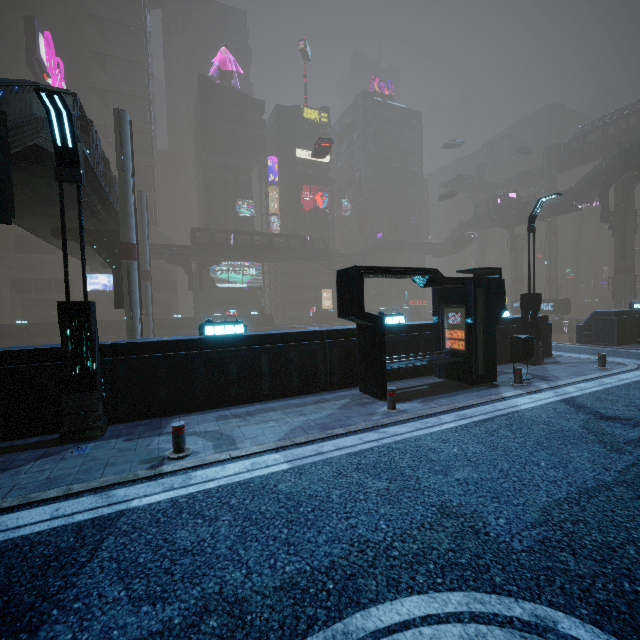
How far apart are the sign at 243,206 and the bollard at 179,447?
57.86m

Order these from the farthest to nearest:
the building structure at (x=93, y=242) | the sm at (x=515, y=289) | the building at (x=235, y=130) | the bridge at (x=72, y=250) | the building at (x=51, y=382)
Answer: the sm at (x=515, y=289)
the building at (x=235, y=130)
the bridge at (x=72, y=250)
the building structure at (x=93, y=242)
the building at (x=51, y=382)

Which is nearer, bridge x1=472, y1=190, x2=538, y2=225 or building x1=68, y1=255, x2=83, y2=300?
bridge x1=472, y1=190, x2=538, y2=225

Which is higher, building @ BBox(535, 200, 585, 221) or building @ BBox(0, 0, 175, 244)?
building @ BBox(0, 0, 175, 244)

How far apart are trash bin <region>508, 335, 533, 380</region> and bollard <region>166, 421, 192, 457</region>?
10.2 meters

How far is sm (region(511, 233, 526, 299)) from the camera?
58.4 meters

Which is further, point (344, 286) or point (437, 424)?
point (344, 286)

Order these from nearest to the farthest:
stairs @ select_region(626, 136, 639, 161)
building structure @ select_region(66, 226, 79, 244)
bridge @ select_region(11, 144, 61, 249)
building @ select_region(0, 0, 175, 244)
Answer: bridge @ select_region(11, 144, 61, 249), building structure @ select_region(66, 226, 79, 244), stairs @ select_region(626, 136, 639, 161), building @ select_region(0, 0, 175, 244)
